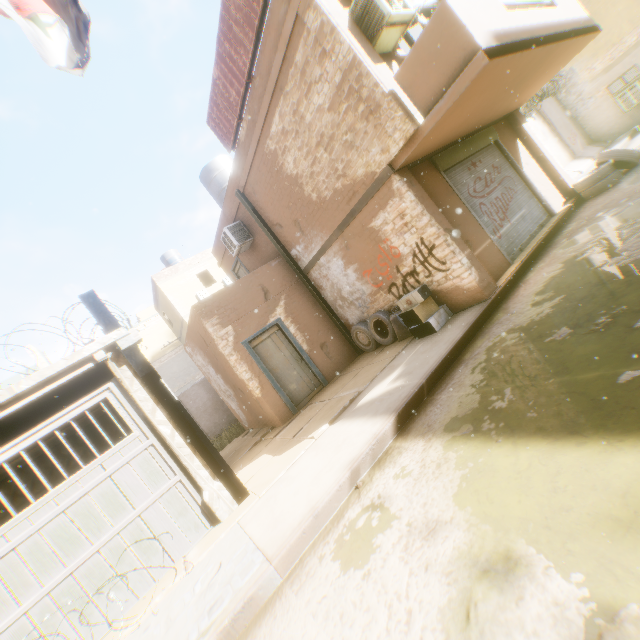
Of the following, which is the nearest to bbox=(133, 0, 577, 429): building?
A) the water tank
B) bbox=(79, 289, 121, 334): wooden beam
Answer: bbox=(79, 289, 121, 334): wooden beam

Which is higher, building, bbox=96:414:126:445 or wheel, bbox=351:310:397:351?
building, bbox=96:414:126:445

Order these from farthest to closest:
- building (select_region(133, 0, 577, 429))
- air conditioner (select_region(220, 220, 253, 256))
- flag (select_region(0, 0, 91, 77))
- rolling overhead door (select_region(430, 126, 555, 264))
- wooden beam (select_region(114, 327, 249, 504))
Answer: air conditioner (select_region(220, 220, 253, 256)) → rolling overhead door (select_region(430, 126, 555, 264)) → building (select_region(133, 0, 577, 429)) → wooden beam (select_region(114, 327, 249, 504)) → flag (select_region(0, 0, 91, 77))

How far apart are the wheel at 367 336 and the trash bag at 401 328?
0.1m

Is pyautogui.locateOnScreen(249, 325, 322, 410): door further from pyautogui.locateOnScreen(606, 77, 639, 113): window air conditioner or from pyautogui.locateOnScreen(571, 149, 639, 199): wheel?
pyautogui.locateOnScreen(606, 77, 639, 113): window air conditioner

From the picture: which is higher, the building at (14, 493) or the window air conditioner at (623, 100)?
the building at (14, 493)

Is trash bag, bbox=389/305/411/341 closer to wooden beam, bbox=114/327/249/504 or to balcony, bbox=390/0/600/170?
wooden beam, bbox=114/327/249/504

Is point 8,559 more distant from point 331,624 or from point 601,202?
point 601,202
